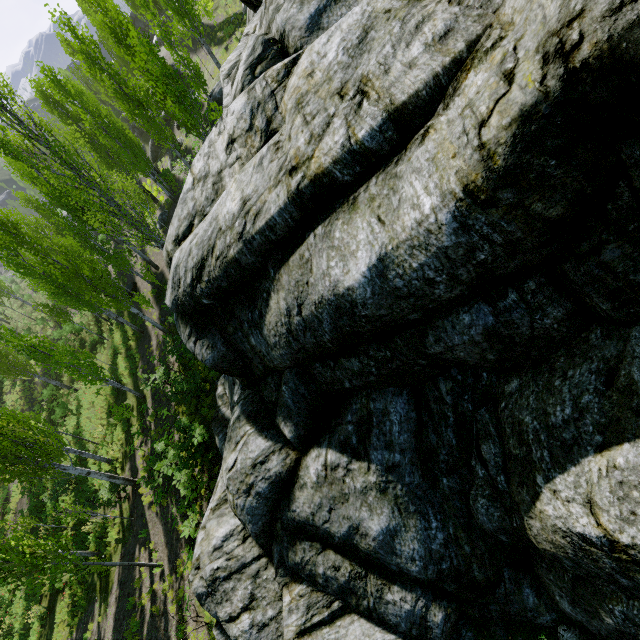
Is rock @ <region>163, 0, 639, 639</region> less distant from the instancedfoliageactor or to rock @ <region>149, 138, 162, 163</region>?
the instancedfoliageactor

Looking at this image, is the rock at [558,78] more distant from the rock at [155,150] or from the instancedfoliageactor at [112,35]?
the rock at [155,150]

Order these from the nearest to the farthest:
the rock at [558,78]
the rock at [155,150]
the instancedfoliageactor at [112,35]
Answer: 1. the rock at [558,78]
2. the instancedfoliageactor at [112,35]
3. the rock at [155,150]

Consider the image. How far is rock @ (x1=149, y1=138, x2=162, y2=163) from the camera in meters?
36.6 m

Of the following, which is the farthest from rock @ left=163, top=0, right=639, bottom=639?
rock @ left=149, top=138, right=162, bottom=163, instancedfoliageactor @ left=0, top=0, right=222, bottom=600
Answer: rock @ left=149, top=138, right=162, bottom=163

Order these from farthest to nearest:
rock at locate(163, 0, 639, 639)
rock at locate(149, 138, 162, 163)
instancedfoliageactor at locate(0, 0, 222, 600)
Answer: rock at locate(149, 138, 162, 163)
instancedfoliageactor at locate(0, 0, 222, 600)
rock at locate(163, 0, 639, 639)

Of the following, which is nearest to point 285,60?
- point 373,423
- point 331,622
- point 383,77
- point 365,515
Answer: point 383,77
